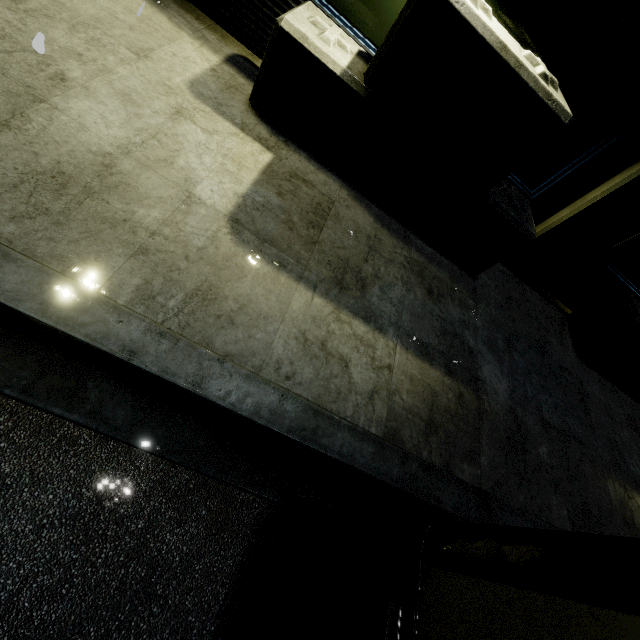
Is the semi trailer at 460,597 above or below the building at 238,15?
above

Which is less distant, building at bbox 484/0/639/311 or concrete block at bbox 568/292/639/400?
building at bbox 484/0/639/311

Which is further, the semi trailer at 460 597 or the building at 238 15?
the building at 238 15

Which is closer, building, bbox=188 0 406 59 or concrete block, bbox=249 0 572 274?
concrete block, bbox=249 0 572 274

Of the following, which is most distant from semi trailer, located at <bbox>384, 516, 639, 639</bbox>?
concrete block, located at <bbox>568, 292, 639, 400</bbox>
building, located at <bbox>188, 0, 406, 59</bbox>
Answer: concrete block, located at <bbox>568, 292, 639, 400</bbox>

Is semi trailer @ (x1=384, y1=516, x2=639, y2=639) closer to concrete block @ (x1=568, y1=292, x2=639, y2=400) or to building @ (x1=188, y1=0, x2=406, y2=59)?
building @ (x1=188, y1=0, x2=406, y2=59)

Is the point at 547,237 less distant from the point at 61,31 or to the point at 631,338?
the point at 631,338

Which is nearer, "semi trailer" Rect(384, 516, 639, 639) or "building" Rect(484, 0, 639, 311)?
"semi trailer" Rect(384, 516, 639, 639)
